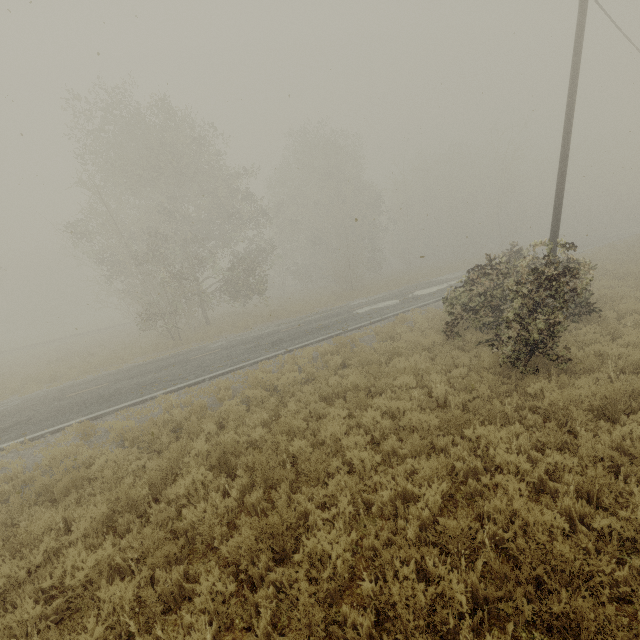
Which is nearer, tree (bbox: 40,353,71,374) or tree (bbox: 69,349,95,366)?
tree (bbox: 40,353,71,374)

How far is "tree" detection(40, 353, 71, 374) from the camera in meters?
18.6 m

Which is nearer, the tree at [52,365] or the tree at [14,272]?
the tree at [14,272]

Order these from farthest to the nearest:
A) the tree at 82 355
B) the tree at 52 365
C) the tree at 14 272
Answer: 1. the tree at 82 355
2. the tree at 52 365
3. the tree at 14 272

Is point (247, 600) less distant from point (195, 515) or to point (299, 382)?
point (195, 515)

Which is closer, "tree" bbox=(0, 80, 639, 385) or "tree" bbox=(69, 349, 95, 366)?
"tree" bbox=(0, 80, 639, 385)

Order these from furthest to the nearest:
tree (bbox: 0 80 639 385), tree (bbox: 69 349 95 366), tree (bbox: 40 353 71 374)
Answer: tree (bbox: 69 349 95 366) < tree (bbox: 40 353 71 374) < tree (bbox: 0 80 639 385)
